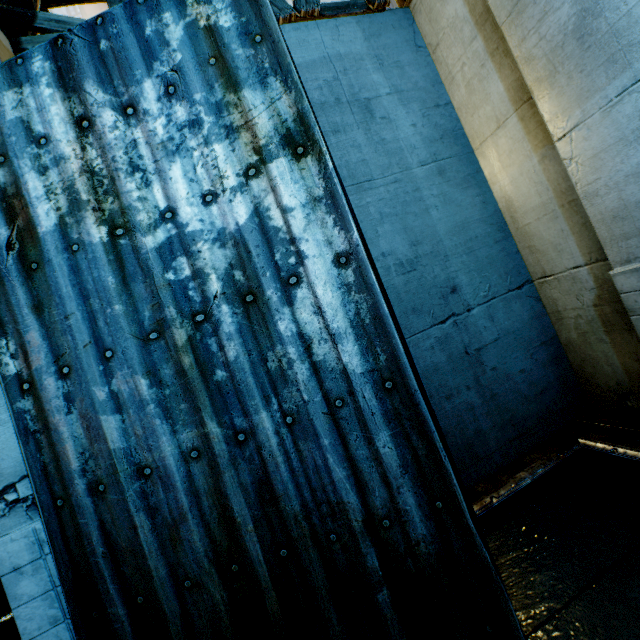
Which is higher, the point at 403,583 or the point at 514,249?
the point at 514,249
